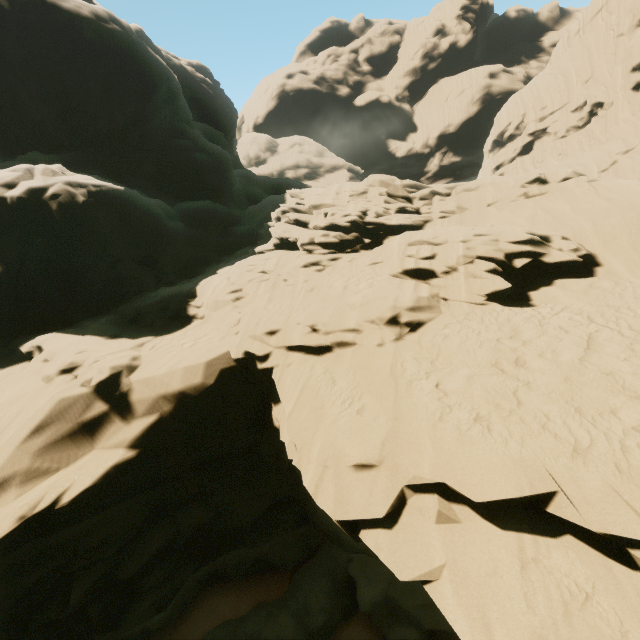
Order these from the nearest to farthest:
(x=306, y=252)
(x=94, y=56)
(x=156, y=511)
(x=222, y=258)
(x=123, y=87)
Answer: (x=156, y=511) < (x=306, y=252) < (x=222, y=258) < (x=94, y=56) < (x=123, y=87)
